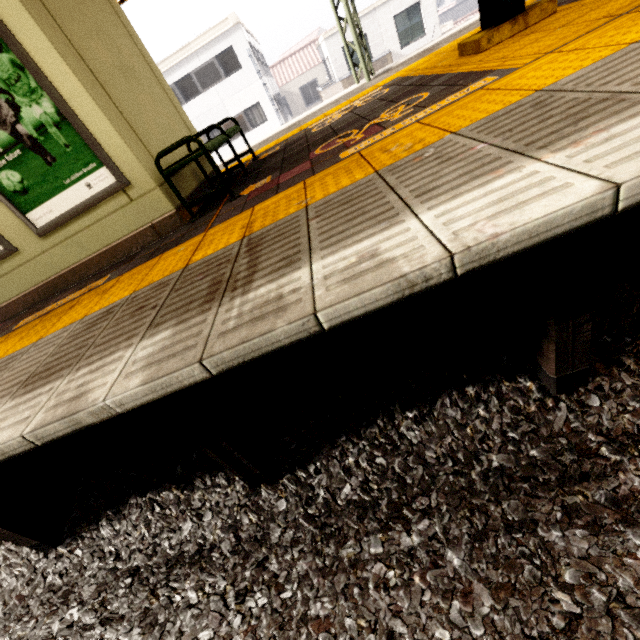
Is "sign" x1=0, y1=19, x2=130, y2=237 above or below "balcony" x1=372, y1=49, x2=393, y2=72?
above

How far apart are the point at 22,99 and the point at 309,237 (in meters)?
3.23

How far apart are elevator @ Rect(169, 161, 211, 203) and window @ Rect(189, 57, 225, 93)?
18.7 meters

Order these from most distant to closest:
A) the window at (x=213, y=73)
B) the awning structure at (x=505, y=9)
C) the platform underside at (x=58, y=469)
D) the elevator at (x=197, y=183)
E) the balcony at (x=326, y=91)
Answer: the window at (x=213, y=73)
the balcony at (x=326, y=91)
the elevator at (x=197, y=183)
the awning structure at (x=505, y=9)
the platform underside at (x=58, y=469)

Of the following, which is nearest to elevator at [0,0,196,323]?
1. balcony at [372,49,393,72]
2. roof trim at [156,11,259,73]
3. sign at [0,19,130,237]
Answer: sign at [0,19,130,237]

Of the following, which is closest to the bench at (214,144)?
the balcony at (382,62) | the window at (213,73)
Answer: the balcony at (382,62)

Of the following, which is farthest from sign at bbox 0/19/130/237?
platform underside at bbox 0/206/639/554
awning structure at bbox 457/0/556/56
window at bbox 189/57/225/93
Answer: window at bbox 189/57/225/93

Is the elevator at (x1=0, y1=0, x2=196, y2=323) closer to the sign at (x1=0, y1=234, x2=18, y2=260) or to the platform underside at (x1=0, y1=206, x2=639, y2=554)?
the sign at (x1=0, y1=234, x2=18, y2=260)
